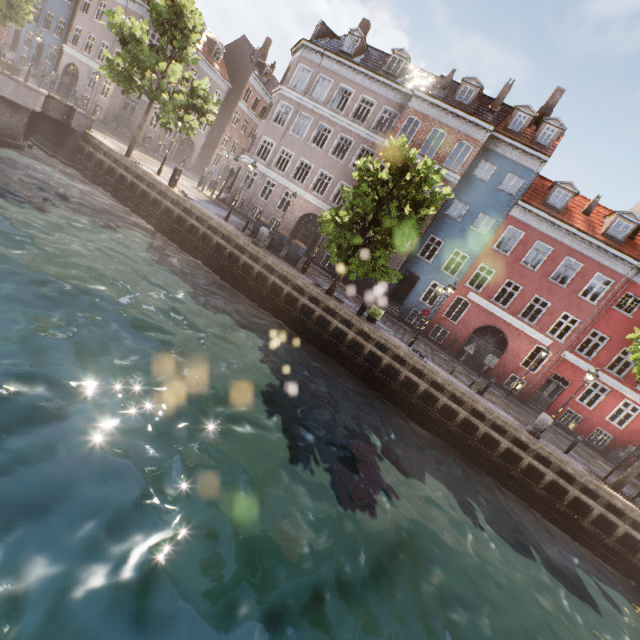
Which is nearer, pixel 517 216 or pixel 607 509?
pixel 607 509

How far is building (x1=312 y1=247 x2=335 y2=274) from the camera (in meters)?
25.41

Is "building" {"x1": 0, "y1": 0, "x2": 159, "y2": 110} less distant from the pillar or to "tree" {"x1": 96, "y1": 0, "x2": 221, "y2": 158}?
"tree" {"x1": 96, "y1": 0, "x2": 221, "y2": 158}

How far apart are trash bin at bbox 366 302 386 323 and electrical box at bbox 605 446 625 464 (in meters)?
18.08

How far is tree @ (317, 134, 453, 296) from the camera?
13.9m

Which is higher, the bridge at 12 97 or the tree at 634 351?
the tree at 634 351

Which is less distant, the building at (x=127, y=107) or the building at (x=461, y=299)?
the building at (x=461, y=299)

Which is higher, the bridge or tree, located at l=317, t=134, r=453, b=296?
tree, located at l=317, t=134, r=453, b=296
